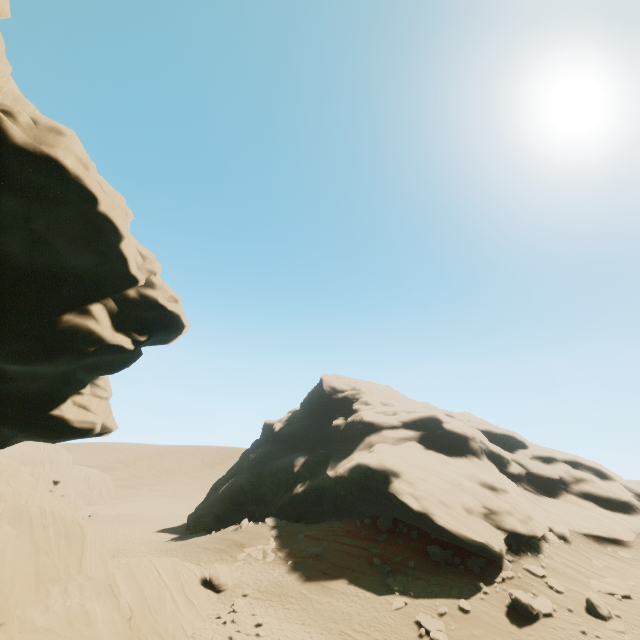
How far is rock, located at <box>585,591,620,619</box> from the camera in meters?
17.0

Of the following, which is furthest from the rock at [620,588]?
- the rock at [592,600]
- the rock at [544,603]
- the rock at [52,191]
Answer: the rock at [52,191]

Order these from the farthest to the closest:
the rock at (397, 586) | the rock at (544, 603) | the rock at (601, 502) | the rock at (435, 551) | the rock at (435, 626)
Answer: the rock at (601, 502), the rock at (435, 551), the rock at (397, 586), the rock at (544, 603), the rock at (435, 626)

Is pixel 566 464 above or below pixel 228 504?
above

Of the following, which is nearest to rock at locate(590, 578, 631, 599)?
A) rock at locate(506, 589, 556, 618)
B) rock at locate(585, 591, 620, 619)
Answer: rock at locate(506, 589, 556, 618)

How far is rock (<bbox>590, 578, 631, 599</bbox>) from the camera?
19.1m

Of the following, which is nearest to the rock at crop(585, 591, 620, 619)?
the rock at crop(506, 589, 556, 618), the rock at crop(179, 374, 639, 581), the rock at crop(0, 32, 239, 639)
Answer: the rock at crop(506, 589, 556, 618)

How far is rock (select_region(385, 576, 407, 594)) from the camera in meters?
19.1
